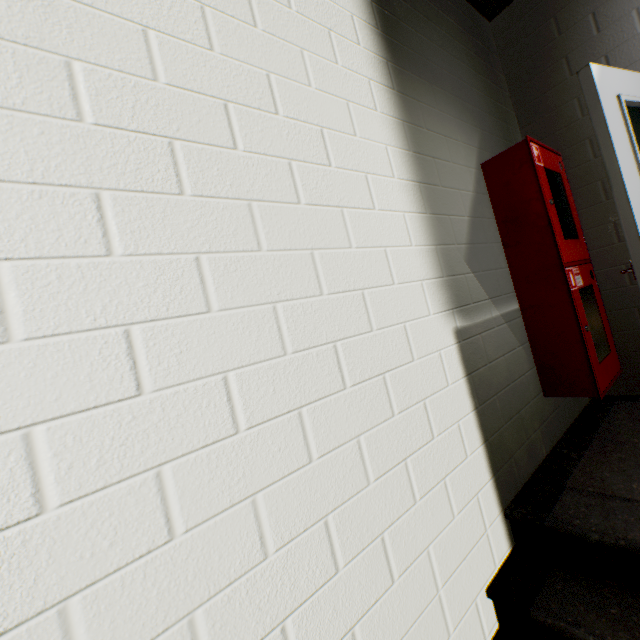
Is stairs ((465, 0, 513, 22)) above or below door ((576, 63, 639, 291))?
above

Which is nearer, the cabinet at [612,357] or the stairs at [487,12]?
the cabinet at [612,357]

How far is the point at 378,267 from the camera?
1.33m

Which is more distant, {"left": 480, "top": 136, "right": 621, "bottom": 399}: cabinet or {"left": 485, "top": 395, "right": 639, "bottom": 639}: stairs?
{"left": 480, "top": 136, "right": 621, "bottom": 399}: cabinet

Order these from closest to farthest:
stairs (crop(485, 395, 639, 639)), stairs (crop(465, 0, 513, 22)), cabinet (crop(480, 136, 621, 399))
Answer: stairs (crop(485, 395, 639, 639)) < cabinet (crop(480, 136, 621, 399)) < stairs (crop(465, 0, 513, 22))

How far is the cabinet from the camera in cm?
191

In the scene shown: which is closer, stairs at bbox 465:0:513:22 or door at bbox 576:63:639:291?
door at bbox 576:63:639:291

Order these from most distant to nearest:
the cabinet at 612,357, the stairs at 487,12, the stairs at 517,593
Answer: the stairs at 487,12, the cabinet at 612,357, the stairs at 517,593
